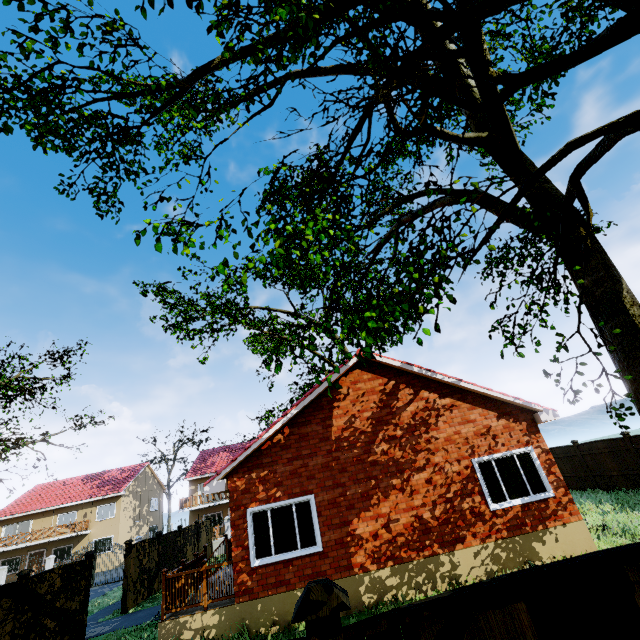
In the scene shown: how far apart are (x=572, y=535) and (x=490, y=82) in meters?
11.6 m

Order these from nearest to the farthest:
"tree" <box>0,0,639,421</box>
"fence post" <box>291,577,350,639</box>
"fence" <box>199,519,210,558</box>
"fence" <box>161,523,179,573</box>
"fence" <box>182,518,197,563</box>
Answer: "fence post" <box>291,577,350,639</box>
"tree" <box>0,0,639,421</box>
"fence" <box>161,523,179,573</box>
"fence" <box>182,518,197,563</box>
"fence" <box>199,519,210,558</box>

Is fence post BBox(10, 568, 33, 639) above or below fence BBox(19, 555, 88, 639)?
above

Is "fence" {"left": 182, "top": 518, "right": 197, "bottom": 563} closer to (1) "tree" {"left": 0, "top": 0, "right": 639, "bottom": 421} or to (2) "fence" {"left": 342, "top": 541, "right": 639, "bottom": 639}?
(1) "tree" {"left": 0, "top": 0, "right": 639, "bottom": 421}

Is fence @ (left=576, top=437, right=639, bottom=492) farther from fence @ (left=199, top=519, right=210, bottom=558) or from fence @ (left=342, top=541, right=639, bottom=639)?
fence @ (left=342, top=541, right=639, bottom=639)

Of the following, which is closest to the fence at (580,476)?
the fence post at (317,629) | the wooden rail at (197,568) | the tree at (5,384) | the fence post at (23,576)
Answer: the fence post at (23,576)

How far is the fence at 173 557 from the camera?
17.2m

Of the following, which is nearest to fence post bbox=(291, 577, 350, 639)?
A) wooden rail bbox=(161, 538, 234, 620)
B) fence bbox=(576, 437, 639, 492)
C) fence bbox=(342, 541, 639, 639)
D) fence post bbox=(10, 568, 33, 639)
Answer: fence bbox=(342, 541, 639, 639)
